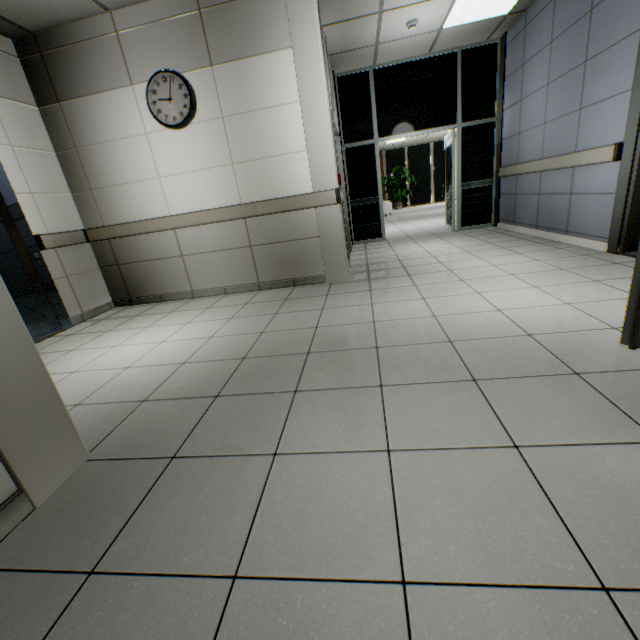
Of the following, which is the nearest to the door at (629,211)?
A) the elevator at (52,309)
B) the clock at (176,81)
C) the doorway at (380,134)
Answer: the doorway at (380,134)

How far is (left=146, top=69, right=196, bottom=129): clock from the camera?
3.6 meters

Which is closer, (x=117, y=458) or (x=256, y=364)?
(x=117, y=458)

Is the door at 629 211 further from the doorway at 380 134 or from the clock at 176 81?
the clock at 176 81

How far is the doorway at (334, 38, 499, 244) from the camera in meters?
6.0

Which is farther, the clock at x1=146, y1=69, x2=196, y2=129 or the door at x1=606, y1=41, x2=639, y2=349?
the clock at x1=146, y1=69, x2=196, y2=129

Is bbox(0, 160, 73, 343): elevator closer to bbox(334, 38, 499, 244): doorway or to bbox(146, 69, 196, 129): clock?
bbox(146, 69, 196, 129): clock

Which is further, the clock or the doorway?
the doorway
